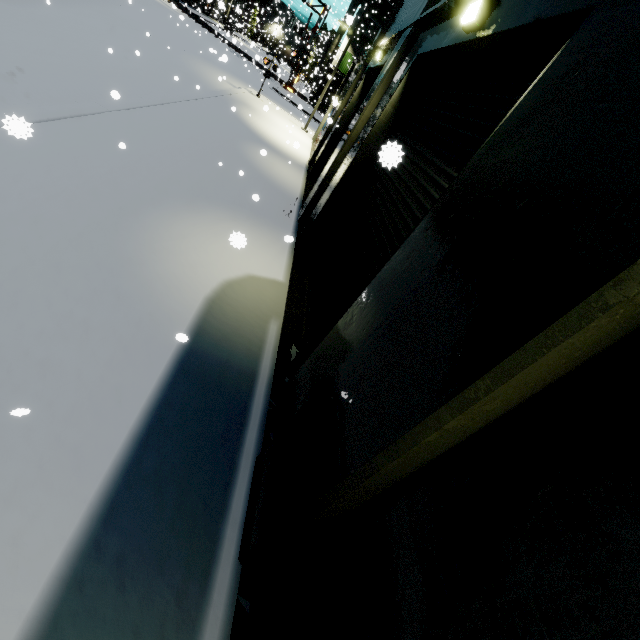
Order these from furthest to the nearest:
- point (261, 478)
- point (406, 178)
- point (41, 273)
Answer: point (406, 178) → point (41, 273) → point (261, 478)

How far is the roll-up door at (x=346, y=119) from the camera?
12.4m

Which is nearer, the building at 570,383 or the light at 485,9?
the building at 570,383

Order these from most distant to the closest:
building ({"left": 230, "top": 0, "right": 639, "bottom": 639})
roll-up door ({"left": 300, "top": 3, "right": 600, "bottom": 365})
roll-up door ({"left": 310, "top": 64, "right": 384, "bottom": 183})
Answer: roll-up door ({"left": 310, "top": 64, "right": 384, "bottom": 183}) → roll-up door ({"left": 300, "top": 3, "right": 600, "bottom": 365}) → building ({"left": 230, "top": 0, "right": 639, "bottom": 639})

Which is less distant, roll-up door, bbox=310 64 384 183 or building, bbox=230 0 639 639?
building, bbox=230 0 639 639

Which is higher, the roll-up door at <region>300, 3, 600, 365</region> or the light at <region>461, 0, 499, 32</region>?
the light at <region>461, 0, 499, 32</region>

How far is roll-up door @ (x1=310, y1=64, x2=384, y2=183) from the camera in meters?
12.4
